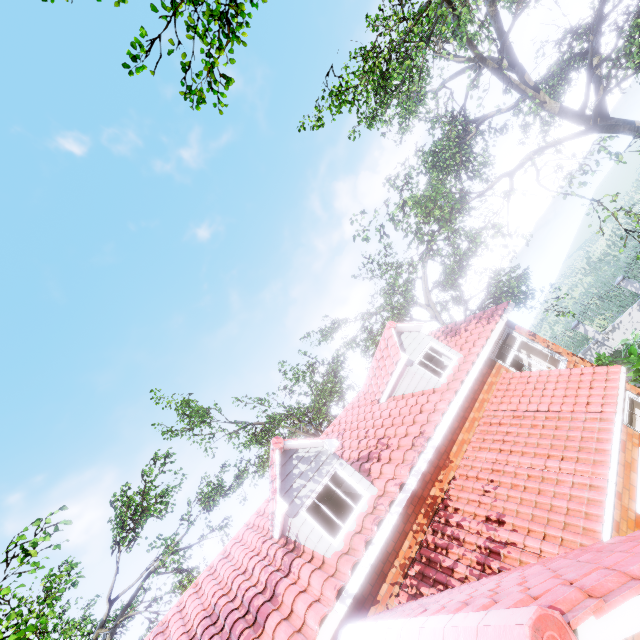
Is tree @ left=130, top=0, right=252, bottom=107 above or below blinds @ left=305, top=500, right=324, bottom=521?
above

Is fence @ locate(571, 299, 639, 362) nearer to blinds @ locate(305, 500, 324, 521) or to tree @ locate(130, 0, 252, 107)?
tree @ locate(130, 0, 252, 107)

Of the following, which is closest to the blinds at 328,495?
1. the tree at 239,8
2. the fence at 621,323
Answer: the tree at 239,8

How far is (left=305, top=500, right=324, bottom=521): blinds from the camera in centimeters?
780cm

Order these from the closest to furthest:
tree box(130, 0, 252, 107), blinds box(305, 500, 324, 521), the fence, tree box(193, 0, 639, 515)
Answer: tree box(130, 0, 252, 107), blinds box(305, 500, 324, 521), tree box(193, 0, 639, 515), the fence

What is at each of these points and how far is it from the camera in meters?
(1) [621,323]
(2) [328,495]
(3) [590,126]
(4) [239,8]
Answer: (1) fence, 17.1
(2) blinds, 8.2
(3) tree, 11.9
(4) tree, 7.5

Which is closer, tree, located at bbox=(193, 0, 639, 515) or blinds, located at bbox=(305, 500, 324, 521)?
blinds, located at bbox=(305, 500, 324, 521)
